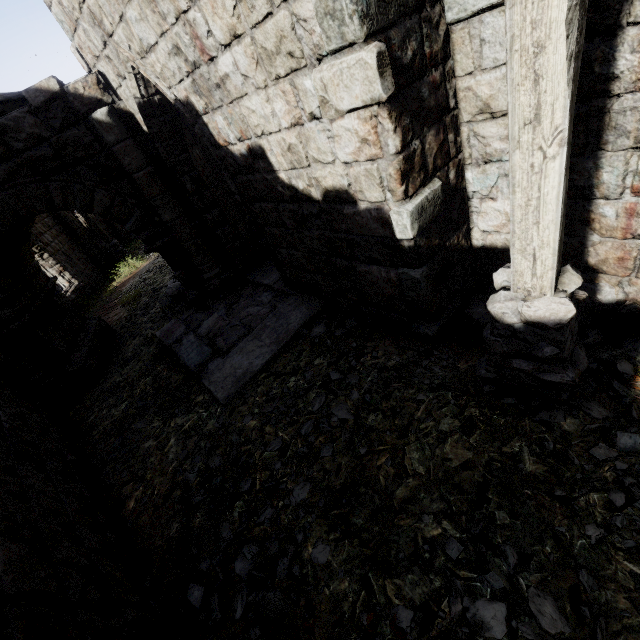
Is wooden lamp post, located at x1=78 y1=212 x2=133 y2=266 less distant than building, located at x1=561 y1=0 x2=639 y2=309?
No

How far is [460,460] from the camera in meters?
2.9

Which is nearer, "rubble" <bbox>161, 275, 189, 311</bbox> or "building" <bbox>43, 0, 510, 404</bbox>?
"building" <bbox>43, 0, 510, 404</bbox>

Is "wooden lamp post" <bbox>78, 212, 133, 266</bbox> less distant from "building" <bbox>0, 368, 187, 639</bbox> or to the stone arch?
"building" <bbox>0, 368, 187, 639</bbox>

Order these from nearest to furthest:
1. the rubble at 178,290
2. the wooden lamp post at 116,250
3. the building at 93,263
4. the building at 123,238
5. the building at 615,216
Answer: the building at 615,216 < the rubble at 178,290 < the building at 93,263 < the wooden lamp post at 116,250 < the building at 123,238

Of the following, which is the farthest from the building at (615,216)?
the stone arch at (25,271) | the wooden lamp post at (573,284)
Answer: the wooden lamp post at (573,284)

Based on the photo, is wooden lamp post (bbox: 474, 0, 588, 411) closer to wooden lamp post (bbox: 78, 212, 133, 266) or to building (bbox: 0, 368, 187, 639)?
building (bbox: 0, 368, 187, 639)

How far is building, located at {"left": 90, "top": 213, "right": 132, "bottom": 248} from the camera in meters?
19.8
